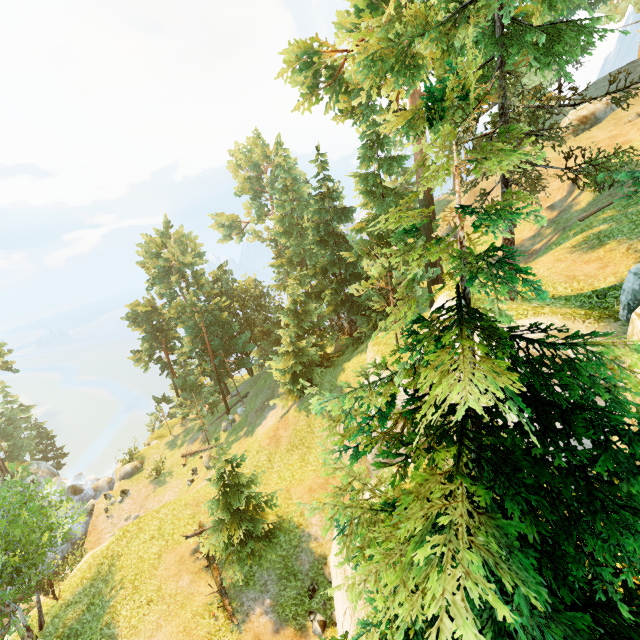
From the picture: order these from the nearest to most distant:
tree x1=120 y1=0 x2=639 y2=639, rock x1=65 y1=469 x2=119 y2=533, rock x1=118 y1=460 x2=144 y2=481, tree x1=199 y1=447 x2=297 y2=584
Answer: tree x1=120 y1=0 x2=639 y2=639 → tree x1=199 y1=447 x2=297 y2=584 → rock x1=65 y1=469 x2=119 y2=533 → rock x1=118 y1=460 x2=144 y2=481

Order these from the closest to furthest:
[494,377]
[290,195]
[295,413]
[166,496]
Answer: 1. [494,377]
2. [295,413]
3. [166,496]
4. [290,195]

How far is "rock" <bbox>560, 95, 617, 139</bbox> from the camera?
26.8 meters

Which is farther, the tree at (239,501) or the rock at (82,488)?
the rock at (82,488)

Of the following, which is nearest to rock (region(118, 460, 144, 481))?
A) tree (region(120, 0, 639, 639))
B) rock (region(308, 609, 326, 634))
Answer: tree (region(120, 0, 639, 639))

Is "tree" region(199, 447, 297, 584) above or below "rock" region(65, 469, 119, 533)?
above

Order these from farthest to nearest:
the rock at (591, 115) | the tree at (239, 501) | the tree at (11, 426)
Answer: the rock at (591, 115), the tree at (239, 501), the tree at (11, 426)

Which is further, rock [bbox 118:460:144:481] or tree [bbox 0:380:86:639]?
rock [bbox 118:460:144:481]
